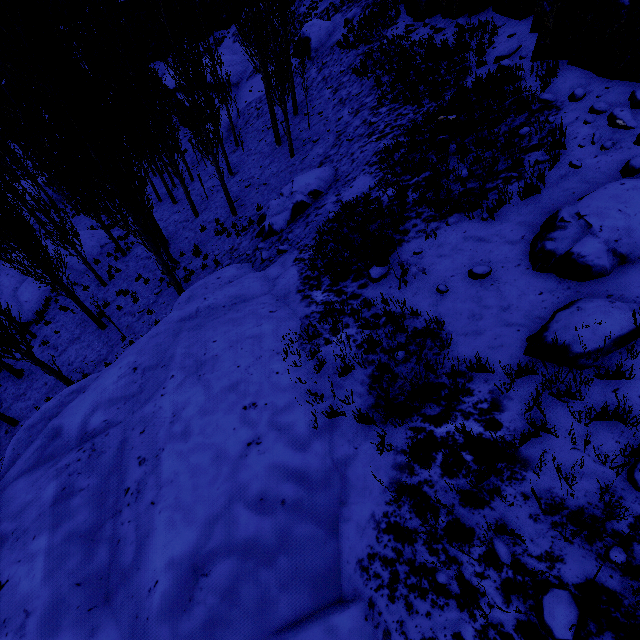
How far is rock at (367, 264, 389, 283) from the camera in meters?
6.6

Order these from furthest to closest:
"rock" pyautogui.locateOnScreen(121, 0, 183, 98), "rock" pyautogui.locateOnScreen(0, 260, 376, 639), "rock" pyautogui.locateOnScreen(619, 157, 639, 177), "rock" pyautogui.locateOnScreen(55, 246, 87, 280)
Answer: "rock" pyautogui.locateOnScreen(121, 0, 183, 98)
"rock" pyautogui.locateOnScreen(55, 246, 87, 280)
"rock" pyautogui.locateOnScreen(619, 157, 639, 177)
"rock" pyautogui.locateOnScreen(0, 260, 376, 639)

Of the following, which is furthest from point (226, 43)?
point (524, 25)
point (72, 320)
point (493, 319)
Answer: point (493, 319)

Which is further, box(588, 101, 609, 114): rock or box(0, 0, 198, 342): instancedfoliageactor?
box(0, 0, 198, 342): instancedfoliageactor

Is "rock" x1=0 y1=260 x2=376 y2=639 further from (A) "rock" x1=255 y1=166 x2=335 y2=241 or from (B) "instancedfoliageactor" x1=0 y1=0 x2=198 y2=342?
(A) "rock" x1=255 y1=166 x2=335 y2=241

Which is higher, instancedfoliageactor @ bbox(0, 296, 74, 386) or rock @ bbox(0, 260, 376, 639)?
rock @ bbox(0, 260, 376, 639)

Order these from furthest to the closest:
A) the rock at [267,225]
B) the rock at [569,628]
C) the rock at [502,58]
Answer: the rock at [267,225] < the rock at [502,58] < the rock at [569,628]

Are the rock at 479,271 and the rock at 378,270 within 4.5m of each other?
yes
